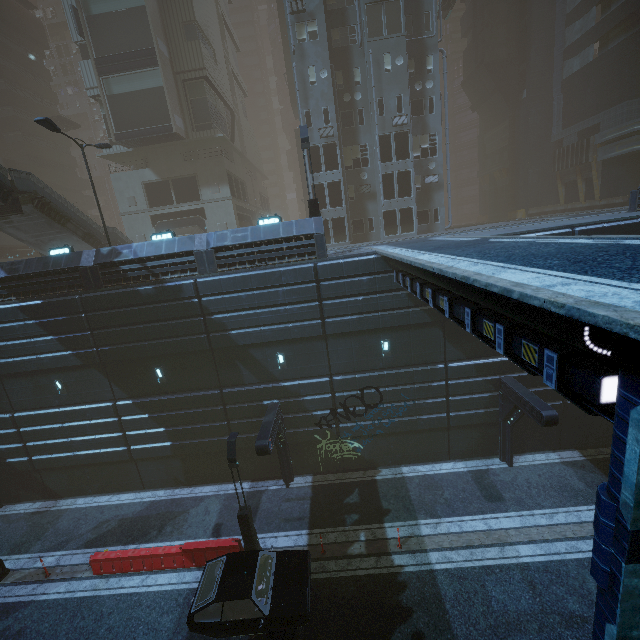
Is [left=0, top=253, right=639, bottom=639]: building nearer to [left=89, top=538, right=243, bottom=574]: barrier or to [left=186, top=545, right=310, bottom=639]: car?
[left=186, top=545, right=310, bottom=639]: car

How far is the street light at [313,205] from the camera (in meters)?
16.80

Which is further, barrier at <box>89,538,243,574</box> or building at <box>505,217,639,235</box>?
building at <box>505,217,639,235</box>

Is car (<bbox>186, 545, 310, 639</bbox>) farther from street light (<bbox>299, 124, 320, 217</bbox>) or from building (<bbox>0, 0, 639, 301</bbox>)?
street light (<bbox>299, 124, 320, 217</bbox>)

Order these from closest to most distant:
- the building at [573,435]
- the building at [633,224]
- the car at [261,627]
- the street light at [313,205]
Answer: the building at [573,435]
the car at [261,627]
the building at [633,224]
the street light at [313,205]

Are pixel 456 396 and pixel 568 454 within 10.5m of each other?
yes

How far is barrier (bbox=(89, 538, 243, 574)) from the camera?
13.8m
